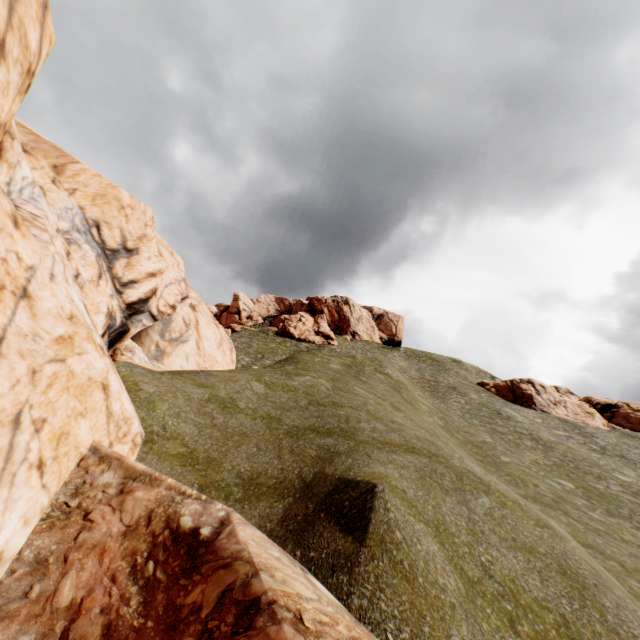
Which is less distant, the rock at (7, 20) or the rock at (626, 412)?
the rock at (7, 20)

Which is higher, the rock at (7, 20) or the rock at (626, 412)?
the rock at (626, 412)

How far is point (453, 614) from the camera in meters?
5.0 m

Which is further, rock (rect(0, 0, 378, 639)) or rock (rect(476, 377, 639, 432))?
rock (rect(476, 377, 639, 432))

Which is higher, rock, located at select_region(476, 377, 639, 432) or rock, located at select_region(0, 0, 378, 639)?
rock, located at select_region(476, 377, 639, 432)
